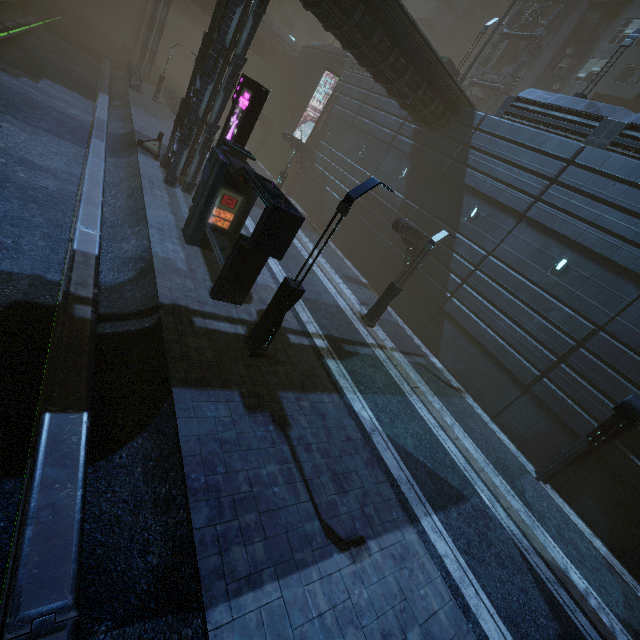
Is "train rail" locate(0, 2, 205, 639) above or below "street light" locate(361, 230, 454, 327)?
below

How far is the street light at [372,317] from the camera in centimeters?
1430cm

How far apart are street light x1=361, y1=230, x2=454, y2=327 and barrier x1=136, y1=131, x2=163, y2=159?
14.68m

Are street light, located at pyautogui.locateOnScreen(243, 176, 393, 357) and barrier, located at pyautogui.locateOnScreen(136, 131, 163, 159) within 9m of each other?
no

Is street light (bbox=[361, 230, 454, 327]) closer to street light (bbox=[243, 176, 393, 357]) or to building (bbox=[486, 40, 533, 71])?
building (bbox=[486, 40, 533, 71])

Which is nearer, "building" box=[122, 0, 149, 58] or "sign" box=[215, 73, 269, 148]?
"sign" box=[215, 73, 269, 148]

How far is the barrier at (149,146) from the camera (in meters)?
18.38

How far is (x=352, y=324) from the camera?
15.2 meters
